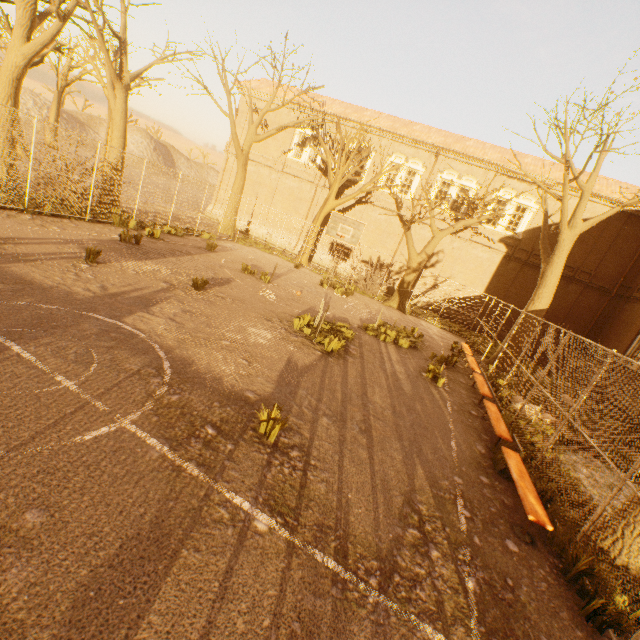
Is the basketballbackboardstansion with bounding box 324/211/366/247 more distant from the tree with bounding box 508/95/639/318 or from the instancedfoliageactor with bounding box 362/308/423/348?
the instancedfoliageactor with bounding box 362/308/423/348

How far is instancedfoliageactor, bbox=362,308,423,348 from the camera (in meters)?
12.41

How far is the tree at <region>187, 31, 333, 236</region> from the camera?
18.6m

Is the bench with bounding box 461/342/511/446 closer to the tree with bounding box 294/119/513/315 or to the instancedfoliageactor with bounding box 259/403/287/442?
the tree with bounding box 294/119/513/315

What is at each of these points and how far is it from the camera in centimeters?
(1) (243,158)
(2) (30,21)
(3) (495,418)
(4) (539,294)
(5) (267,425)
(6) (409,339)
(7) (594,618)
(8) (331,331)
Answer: (1) tree, 2206cm
(2) tree, 1246cm
(3) bench, 774cm
(4) tree, 1395cm
(5) instancedfoliageactor, 462cm
(6) instancedfoliageactor, 1352cm
(7) instancedfoliageactor, 382cm
(8) instancedfoliageactor, 1021cm

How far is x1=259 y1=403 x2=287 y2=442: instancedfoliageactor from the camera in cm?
467

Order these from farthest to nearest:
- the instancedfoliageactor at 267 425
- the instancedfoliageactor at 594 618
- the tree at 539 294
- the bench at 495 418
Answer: the tree at 539 294
the bench at 495 418
the instancedfoliageactor at 267 425
the instancedfoliageactor at 594 618

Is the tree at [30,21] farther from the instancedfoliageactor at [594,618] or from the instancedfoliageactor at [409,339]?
the instancedfoliageactor at [409,339]
